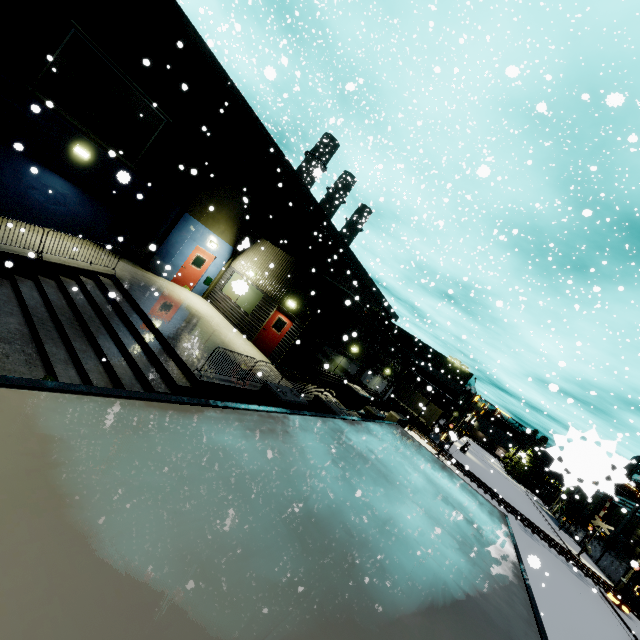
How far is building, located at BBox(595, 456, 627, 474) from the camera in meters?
0.8 m

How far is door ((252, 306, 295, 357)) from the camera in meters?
16.3 m

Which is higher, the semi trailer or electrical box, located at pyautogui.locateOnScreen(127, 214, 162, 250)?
the semi trailer

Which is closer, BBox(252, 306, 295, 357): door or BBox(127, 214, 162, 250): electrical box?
BBox(127, 214, 162, 250): electrical box

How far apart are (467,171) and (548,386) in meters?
9.6 m

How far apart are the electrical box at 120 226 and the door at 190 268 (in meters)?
3.23

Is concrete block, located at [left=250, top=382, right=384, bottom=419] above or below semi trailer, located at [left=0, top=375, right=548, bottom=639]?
below

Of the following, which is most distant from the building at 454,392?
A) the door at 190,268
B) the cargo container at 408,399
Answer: the cargo container at 408,399
